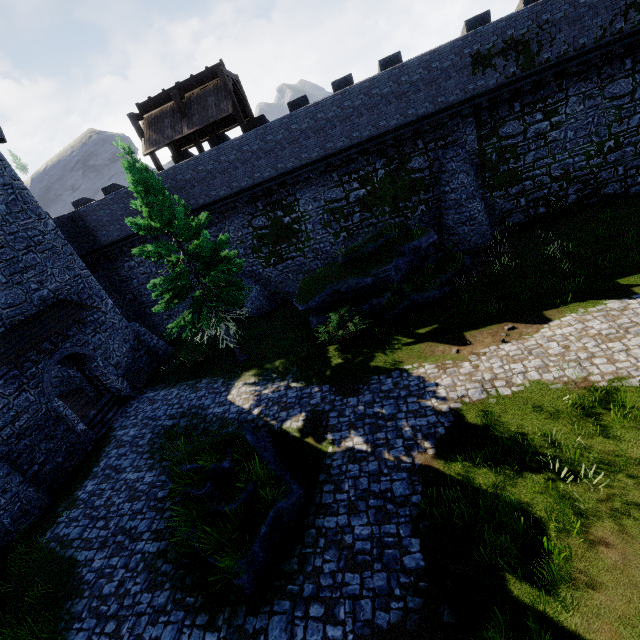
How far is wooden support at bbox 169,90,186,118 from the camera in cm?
1788

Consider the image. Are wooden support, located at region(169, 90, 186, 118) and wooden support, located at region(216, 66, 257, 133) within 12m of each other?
yes

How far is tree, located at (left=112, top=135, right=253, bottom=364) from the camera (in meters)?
12.59

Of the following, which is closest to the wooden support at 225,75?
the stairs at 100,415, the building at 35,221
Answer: the building at 35,221

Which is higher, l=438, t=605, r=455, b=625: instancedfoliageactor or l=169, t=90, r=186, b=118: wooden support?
l=169, t=90, r=186, b=118: wooden support

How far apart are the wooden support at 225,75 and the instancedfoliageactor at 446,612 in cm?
2121

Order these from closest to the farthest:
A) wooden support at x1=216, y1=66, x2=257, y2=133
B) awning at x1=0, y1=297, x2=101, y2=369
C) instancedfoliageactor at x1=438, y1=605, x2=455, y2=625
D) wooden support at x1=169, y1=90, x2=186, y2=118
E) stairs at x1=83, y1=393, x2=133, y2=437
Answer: instancedfoliageactor at x1=438, y1=605, x2=455, y2=625 < awning at x1=0, y1=297, x2=101, y2=369 < stairs at x1=83, y1=393, x2=133, y2=437 < wooden support at x1=216, y1=66, x2=257, y2=133 < wooden support at x1=169, y1=90, x2=186, y2=118

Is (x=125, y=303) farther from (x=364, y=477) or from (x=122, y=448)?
(x=364, y=477)
